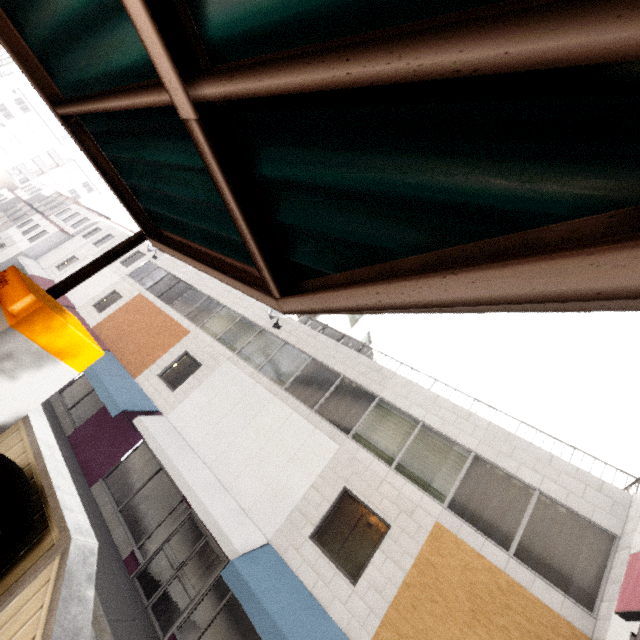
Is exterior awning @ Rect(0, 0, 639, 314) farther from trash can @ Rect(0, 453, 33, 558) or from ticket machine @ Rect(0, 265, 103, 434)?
trash can @ Rect(0, 453, 33, 558)

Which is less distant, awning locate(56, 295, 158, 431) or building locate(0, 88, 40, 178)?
awning locate(56, 295, 158, 431)

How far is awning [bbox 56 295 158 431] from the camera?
11.38m

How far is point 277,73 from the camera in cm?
103

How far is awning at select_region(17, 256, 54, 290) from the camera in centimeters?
2053cm

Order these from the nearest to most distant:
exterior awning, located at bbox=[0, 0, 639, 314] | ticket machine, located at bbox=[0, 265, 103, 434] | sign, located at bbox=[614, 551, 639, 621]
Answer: exterior awning, located at bbox=[0, 0, 639, 314] < ticket machine, located at bbox=[0, 265, 103, 434] < sign, located at bbox=[614, 551, 639, 621]

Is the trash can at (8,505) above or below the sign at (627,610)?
below

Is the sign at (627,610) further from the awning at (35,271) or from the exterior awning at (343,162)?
the awning at (35,271)
